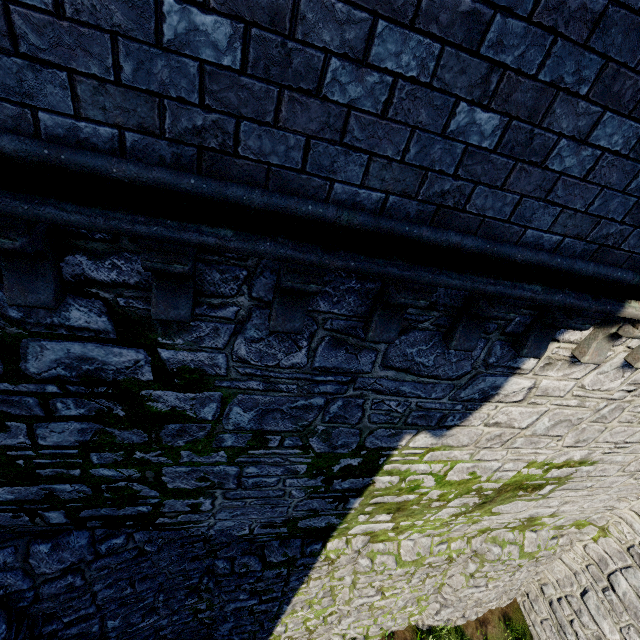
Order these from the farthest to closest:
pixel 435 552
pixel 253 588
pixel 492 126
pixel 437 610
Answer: pixel 437 610 < pixel 435 552 < pixel 253 588 < pixel 492 126
